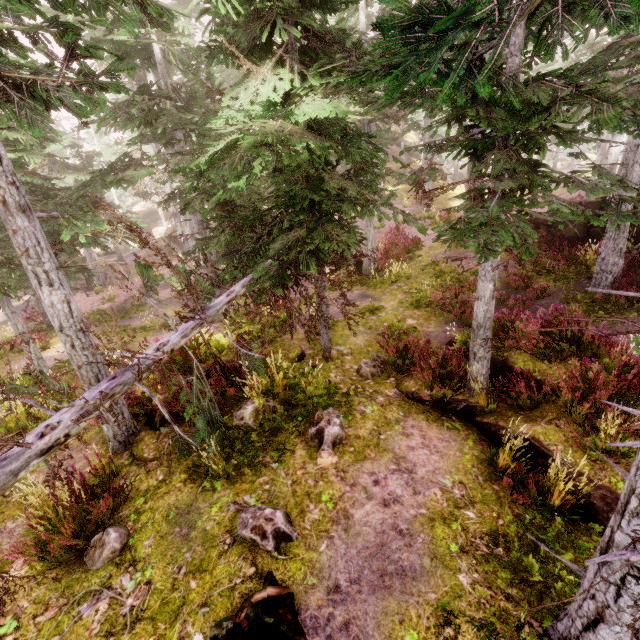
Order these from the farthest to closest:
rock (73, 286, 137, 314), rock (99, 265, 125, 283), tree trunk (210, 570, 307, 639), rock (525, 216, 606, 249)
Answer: rock (99, 265, 125, 283)
rock (73, 286, 137, 314)
rock (525, 216, 606, 249)
tree trunk (210, 570, 307, 639)

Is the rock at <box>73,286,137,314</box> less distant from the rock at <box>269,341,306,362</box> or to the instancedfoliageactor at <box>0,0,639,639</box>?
the instancedfoliageactor at <box>0,0,639,639</box>

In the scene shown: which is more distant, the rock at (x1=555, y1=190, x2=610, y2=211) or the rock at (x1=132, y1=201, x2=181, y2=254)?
the rock at (x1=132, y1=201, x2=181, y2=254)

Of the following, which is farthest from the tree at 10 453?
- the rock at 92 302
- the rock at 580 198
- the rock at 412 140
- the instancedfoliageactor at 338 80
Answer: the rock at 412 140

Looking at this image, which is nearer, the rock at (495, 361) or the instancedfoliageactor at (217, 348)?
the rock at (495, 361)

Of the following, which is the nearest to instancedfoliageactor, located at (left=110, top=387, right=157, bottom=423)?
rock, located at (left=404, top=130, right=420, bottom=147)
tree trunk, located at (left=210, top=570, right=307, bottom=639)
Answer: rock, located at (left=404, top=130, right=420, bottom=147)

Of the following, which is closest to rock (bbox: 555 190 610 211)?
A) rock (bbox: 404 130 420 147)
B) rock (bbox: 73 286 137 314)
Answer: rock (bbox: 404 130 420 147)

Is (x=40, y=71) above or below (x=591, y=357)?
above
